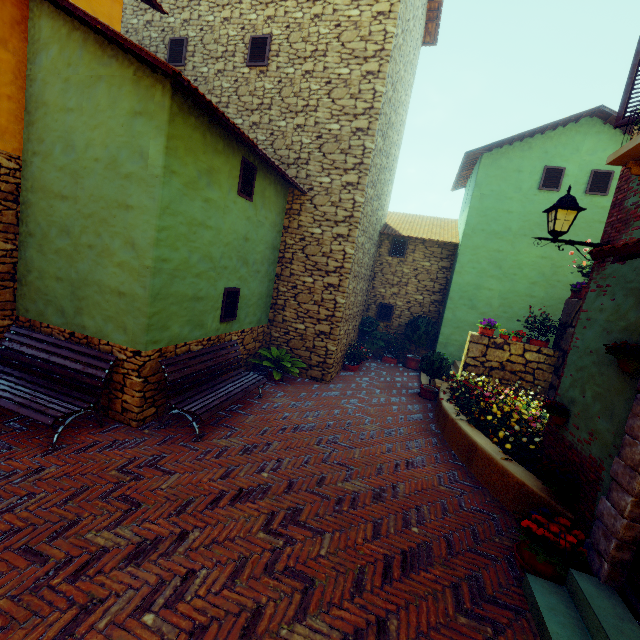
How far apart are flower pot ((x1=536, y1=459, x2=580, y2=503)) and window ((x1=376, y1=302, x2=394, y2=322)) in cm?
831

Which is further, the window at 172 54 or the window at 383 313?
the window at 383 313

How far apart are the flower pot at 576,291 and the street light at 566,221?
2.7 meters

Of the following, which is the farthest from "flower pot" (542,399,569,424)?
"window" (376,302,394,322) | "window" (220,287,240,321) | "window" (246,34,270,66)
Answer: "window" (376,302,394,322)

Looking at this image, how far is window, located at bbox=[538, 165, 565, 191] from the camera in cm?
973

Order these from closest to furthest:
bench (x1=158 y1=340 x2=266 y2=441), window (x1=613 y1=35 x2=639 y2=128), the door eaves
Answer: the door eaves, window (x1=613 y1=35 x2=639 y2=128), bench (x1=158 y1=340 x2=266 y2=441)

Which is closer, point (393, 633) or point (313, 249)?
point (393, 633)

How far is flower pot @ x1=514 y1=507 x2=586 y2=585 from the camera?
3.3 meters
